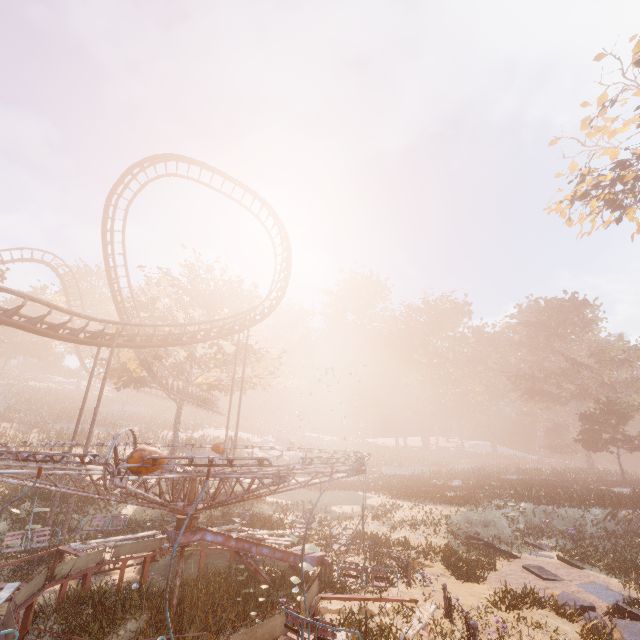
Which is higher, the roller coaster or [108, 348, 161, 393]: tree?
[108, 348, 161, 393]: tree

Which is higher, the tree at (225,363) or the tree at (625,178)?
the tree at (625,178)

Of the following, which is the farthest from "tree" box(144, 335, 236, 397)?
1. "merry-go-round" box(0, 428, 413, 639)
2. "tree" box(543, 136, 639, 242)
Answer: "tree" box(543, 136, 639, 242)

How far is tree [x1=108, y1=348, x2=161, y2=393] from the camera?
26.4 meters

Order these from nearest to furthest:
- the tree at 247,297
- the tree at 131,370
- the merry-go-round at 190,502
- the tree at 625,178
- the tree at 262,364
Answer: the merry-go-round at 190,502 → the tree at 625,178 → the tree at 131,370 → the tree at 247,297 → the tree at 262,364

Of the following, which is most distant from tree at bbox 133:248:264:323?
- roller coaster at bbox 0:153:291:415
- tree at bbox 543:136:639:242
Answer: tree at bbox 543:136:639:242

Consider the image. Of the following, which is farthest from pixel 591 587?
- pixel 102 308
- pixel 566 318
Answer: pixel 102 308

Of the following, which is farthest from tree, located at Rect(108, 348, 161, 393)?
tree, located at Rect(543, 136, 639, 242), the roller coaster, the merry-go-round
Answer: tree, located at Rect(543, 136, 639, 242)
